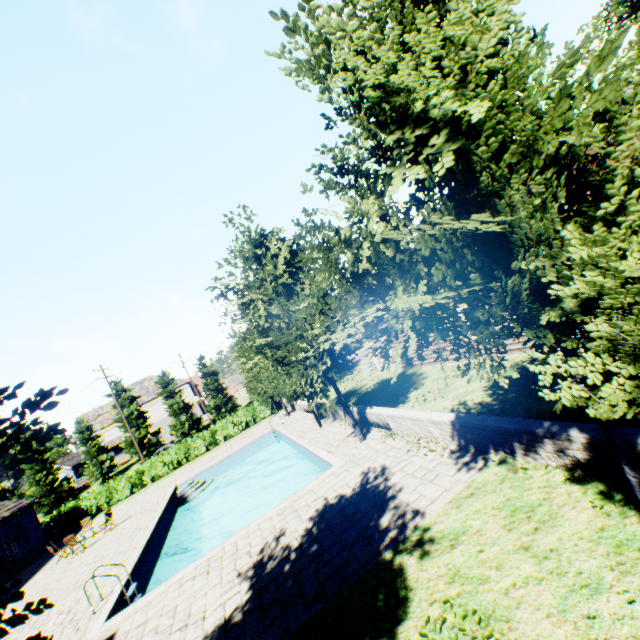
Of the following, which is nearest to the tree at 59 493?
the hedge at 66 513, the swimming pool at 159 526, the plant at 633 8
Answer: the swimming pool at 159 526

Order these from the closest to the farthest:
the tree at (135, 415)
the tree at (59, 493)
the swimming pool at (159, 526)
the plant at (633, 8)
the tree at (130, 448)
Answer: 1. the tree at (59, 493)
2. the swimming pool at (159, 526)
3. the plant at (633, 8)
4. the tree at (130, 448)
5. the tree at (135, 415)

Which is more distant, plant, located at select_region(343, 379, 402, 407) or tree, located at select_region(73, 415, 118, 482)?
tree, located at select_region(73, 415, 118, 482)

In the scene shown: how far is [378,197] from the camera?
3.9m

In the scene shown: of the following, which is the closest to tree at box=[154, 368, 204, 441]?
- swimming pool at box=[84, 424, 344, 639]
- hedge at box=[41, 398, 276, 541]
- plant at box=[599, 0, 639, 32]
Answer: swimming pool at box=[84, 424, 344, 639]

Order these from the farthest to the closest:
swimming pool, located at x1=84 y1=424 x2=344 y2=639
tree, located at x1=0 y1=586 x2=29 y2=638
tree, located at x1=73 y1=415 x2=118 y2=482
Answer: tree, located at x1=73 y1=415 x2=118 y2=482 → swimming pool, located at x1=84 y1=424 x2=344 y2=639 → tree, located at x1=0 y1=586 x2=29 y2=638

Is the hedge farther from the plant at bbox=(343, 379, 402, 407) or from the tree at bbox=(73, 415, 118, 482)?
the plant at bbox=(343, 379, 402, 407)
